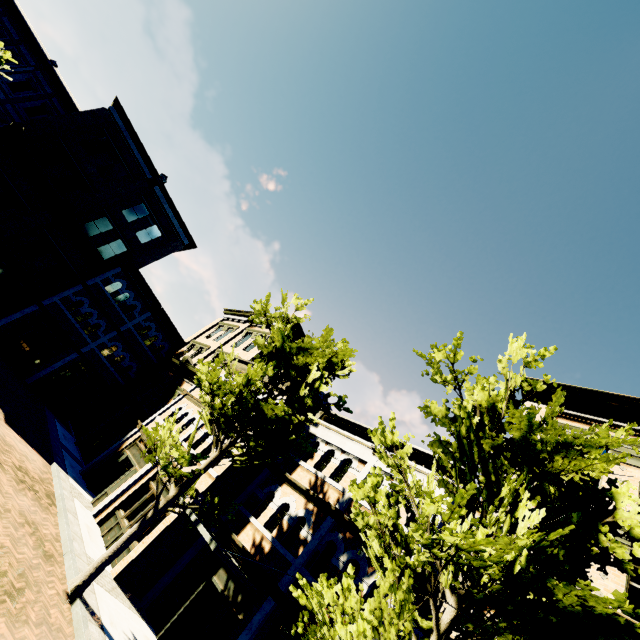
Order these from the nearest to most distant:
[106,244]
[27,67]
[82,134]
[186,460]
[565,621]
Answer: [565,621] < [186,460] < [82,134] < [27,67] < [106,244]

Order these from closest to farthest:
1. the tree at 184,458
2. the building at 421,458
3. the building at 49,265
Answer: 1. the tree at 184,458
2. the building at 421,458
3. the building at 49,265

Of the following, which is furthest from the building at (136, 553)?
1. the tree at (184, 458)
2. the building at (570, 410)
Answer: the tree at (184, 458)

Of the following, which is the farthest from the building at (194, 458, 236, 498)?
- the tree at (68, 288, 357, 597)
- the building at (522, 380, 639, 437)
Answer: the tree at (68, 288, 357, 597)

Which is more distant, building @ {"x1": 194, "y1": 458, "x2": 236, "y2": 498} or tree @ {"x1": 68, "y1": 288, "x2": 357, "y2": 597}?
building @ {"x1": 194, "y1": 458, "x2": 236, "y2": 498}

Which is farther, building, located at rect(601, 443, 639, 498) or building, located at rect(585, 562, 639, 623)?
building, located at rect(601, 443, 639, 498)

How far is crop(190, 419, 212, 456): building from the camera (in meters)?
14.49

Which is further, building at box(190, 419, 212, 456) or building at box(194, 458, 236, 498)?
building at box(190, 419, 212, 456)
